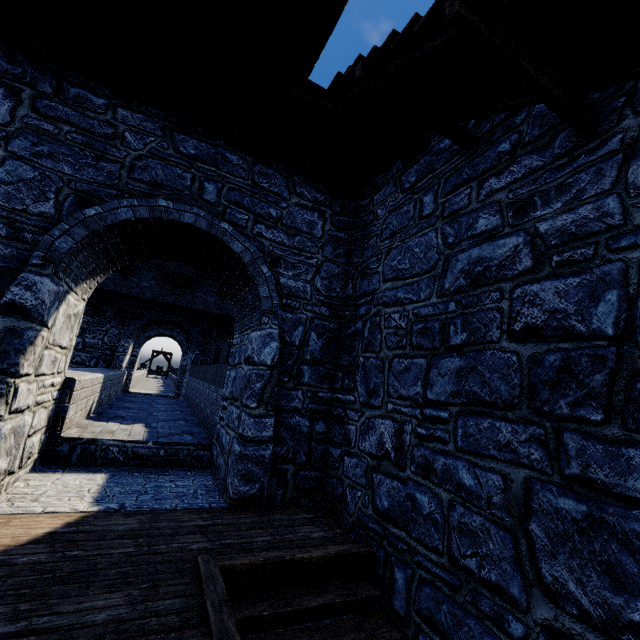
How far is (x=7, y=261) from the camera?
4.0 meters
